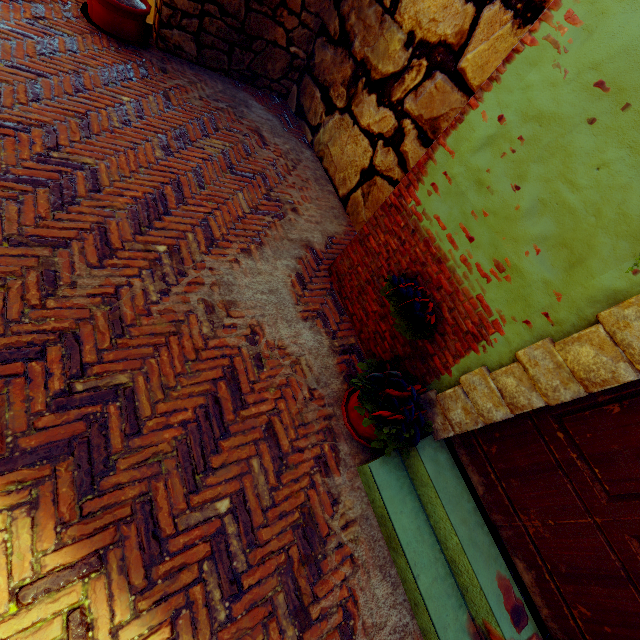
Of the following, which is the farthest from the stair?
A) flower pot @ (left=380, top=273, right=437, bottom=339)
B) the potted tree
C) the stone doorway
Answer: the potted tree

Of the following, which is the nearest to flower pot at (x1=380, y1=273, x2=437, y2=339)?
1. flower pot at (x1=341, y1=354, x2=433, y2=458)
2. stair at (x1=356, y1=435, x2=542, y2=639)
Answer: flower pot at (x1=341, y1=354, x2=433, y2=458)

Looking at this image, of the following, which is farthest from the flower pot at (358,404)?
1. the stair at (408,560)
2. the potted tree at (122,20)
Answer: the potted tree at (122,20)

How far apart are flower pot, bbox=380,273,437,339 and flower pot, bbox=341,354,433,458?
0.27m

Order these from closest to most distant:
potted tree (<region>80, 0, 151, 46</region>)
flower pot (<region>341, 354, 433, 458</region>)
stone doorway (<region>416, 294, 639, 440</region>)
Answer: stone doorway (<region>416, 294, 639, 440</region>) → flower pot (<region>341, 354, 433, 458</region>) → potted tree (<region>80, 0, 151, 46</region>)

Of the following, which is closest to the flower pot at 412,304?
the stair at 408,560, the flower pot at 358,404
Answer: the flower pot at 358,404

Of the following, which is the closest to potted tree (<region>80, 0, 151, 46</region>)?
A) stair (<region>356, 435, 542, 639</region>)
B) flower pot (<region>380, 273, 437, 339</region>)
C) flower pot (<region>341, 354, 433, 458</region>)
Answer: flower pot (<region>380, 273, 437, 339</region>)

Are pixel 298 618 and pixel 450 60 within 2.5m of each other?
no
